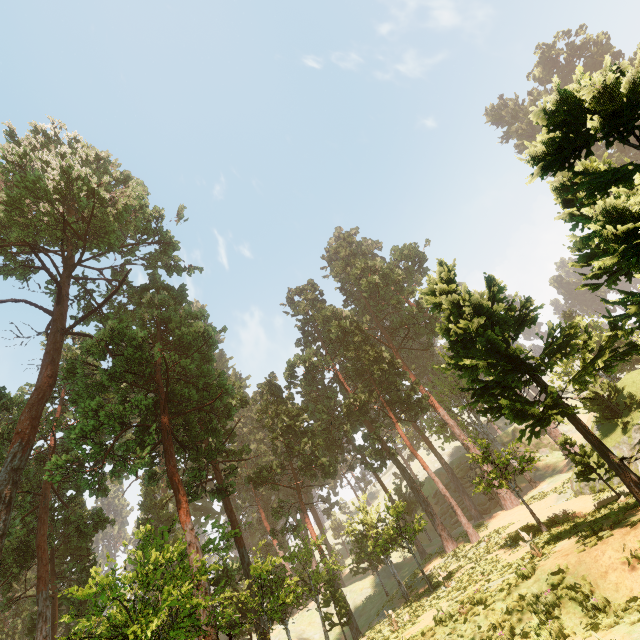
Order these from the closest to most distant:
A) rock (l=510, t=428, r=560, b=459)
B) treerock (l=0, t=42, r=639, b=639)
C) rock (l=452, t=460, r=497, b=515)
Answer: treerock (l=0, t=42, r=639, b=639) < rock (l=452, t=460, r=497, b=515) < rock (l=510, t=428, r=560, b=459)

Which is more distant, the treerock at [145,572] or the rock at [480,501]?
the rock at [480,501]

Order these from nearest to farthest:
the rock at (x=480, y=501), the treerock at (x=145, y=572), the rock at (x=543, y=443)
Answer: the treerock at (x=145, y=572)
the rock at (x=480, y=501)
the rock at (x=543, y=443)

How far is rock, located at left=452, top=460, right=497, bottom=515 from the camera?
43.9 meters

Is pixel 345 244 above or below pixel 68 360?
above

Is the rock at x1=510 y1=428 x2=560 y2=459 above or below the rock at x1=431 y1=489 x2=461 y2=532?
above

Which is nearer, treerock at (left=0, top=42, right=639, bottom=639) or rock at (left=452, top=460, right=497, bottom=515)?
treerock at (left=0, top=42, right=639, bottom=639)
